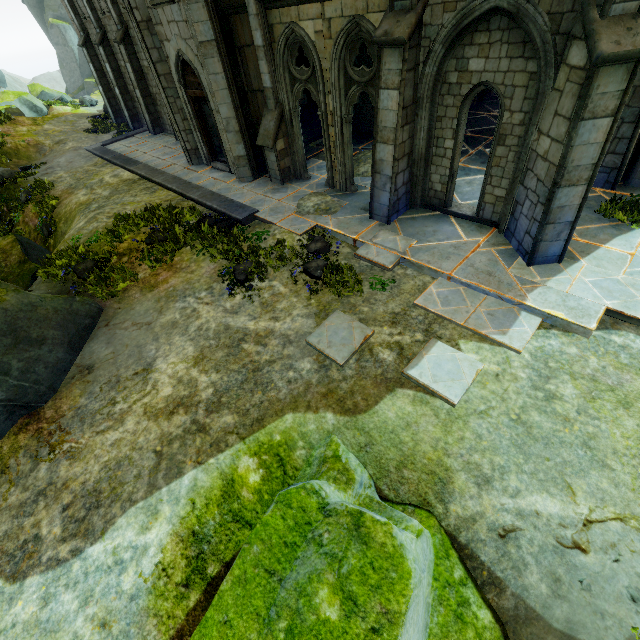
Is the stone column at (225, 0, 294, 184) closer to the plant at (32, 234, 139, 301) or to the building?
the building

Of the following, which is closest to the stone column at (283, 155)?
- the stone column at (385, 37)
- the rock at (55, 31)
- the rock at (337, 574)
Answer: the stone column at (385, 37)

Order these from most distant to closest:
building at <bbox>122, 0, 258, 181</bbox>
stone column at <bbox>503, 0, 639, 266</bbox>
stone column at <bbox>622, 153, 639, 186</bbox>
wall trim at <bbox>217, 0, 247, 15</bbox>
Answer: building at <bbox>122, 0, 258, 181</bbox> → wall trim at <bbox>217, 0, 247, 15</bbox> → stone column at <bbox>622, 153, 639, 186</bbox> → stone column at <bbox>503, 0, 639, 266</bbox>

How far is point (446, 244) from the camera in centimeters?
793cm

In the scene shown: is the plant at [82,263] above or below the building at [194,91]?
below

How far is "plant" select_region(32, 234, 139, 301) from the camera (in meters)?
8.86

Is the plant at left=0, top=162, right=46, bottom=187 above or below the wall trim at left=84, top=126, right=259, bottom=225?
→ above

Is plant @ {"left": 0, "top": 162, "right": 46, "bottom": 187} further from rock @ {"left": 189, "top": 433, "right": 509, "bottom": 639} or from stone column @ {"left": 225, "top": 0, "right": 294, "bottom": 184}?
rock @ {"left": 189, "top": 433, "right": 509, "bottom": 639}
